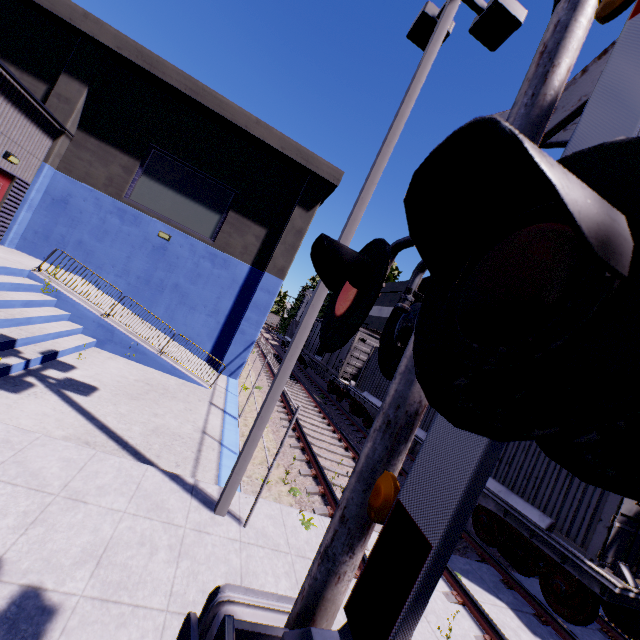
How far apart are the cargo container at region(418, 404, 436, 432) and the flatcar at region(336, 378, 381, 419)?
0.01m

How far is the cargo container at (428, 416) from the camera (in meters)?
11.38

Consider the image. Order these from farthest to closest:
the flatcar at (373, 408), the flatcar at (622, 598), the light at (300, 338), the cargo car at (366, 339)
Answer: the cargo car at (366, 339)
the flatcar at (373, 408)
the flatcar at (622, 598)
the light at (300, 338)

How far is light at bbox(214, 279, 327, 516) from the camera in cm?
504

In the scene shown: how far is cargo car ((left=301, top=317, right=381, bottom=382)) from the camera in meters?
19.8 m

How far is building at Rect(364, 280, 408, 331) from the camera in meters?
28.6

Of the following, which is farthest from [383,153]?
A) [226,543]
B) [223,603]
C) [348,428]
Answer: [348,428]

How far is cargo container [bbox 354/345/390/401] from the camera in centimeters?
1518cm
